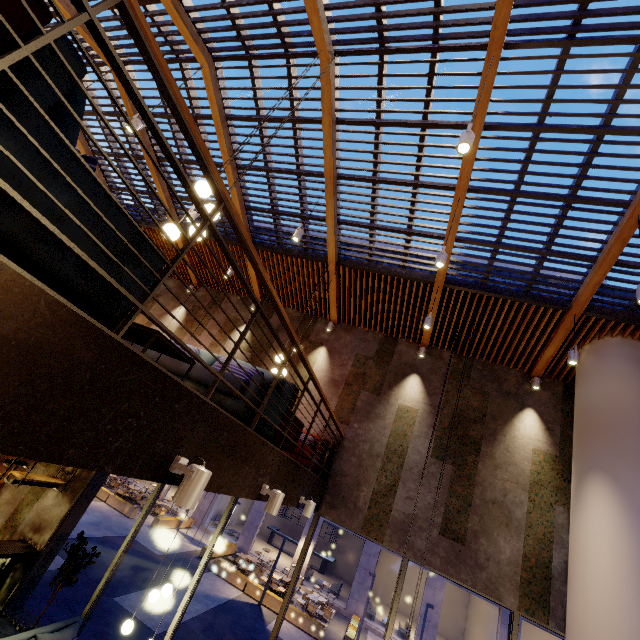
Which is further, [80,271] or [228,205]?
[228,205]

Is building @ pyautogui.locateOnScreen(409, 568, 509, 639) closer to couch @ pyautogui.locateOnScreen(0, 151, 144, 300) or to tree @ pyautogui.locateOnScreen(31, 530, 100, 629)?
tree @ pyautogui.locateOnScreen(31, 530, 100, 629)

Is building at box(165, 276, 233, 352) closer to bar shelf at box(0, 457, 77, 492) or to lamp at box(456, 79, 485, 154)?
bar shelf at box(0, 457, 77, 492)

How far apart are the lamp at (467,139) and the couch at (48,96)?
3.41m

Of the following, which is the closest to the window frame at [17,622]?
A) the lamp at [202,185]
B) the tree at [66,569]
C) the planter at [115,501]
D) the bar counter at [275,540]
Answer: the tree at [66,569]

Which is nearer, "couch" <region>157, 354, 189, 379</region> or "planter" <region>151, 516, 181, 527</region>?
"couch" <region>157, 354, 189, 379</region>

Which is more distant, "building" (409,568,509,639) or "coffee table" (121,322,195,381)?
"building" (409,568,509,639)

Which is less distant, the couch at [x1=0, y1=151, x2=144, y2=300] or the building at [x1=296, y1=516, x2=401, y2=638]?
the couch at [x1=0, y1=151, x2=144, y2=300]
